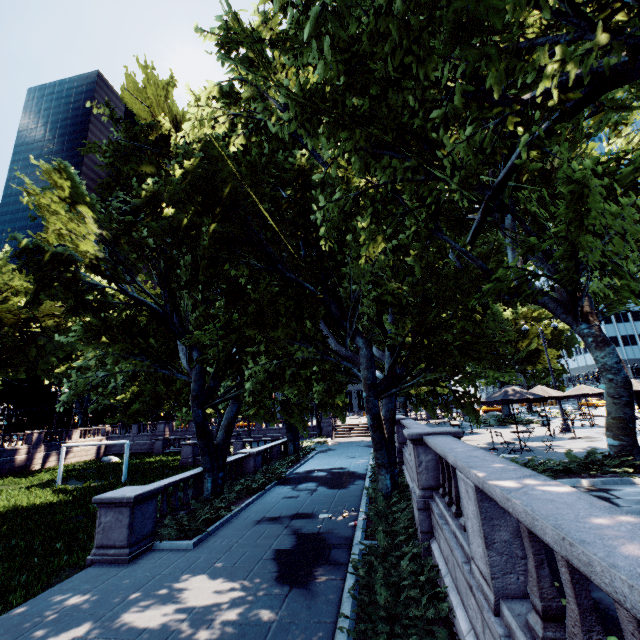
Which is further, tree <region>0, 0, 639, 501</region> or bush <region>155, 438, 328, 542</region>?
bush <region>155, 438, 328, 542</region>

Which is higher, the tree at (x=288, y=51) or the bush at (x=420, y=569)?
the tree at (x=288, y=51)

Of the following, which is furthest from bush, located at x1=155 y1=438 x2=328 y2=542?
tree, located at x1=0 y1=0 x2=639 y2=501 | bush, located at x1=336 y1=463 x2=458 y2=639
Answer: bush, located at x1=336 y1=463 x2=458 y2=639

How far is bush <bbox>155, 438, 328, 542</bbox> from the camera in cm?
1080

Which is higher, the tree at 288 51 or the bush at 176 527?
the tree at 288 51

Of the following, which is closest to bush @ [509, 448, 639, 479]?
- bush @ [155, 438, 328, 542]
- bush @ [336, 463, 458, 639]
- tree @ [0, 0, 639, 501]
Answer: tree @ [0, 0, 639, 501]

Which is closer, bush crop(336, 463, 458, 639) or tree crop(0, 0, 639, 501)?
bush crop(336, 463, 458, 639)

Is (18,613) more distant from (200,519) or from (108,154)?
(108,154)
